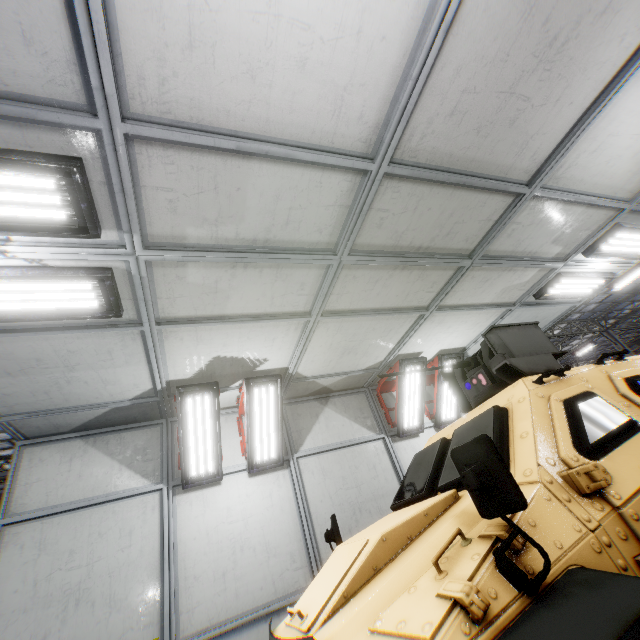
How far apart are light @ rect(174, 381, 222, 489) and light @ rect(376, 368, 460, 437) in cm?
336

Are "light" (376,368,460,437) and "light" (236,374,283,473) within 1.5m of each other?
no

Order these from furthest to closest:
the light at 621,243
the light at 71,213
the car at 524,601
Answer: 1. the light at 621,243
2. the light at 71,213
3. the car at 524,601

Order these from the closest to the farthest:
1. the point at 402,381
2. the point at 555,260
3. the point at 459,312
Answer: the point at 555,260 → the point at 459,312 → the point at 402,381

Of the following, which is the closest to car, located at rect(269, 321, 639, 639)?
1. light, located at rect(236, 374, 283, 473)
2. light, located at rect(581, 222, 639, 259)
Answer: light, located at rect(581, 222, 639, 259)

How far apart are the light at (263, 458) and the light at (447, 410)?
2.4 meters

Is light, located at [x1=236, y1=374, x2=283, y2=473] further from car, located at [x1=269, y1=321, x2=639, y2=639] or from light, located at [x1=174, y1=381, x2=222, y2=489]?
car, located at [x1=269, y1=321, x2=639, y2=639]

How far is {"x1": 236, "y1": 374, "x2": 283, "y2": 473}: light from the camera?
5.2 meters
